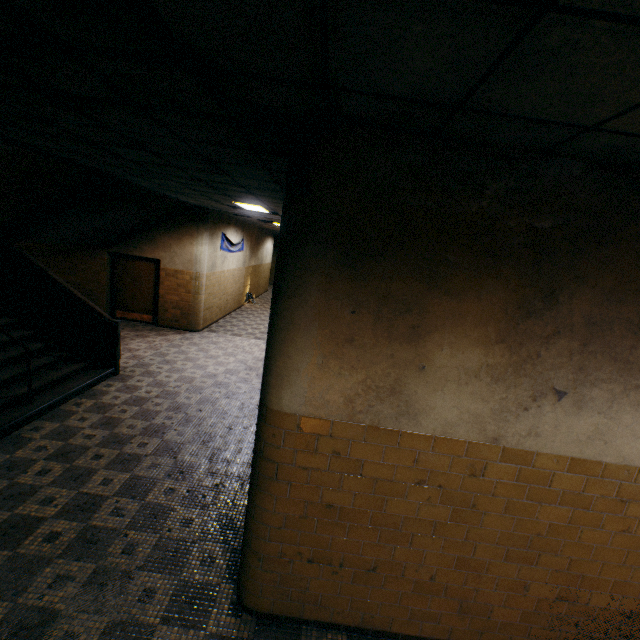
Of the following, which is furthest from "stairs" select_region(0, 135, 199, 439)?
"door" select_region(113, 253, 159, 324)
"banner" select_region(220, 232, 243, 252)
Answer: "banner" select_region(220, 232, 243, 252)

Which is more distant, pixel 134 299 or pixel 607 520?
pixel 134 299

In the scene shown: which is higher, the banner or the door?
the banner

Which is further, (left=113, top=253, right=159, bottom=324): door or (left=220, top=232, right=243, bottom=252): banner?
(left=220, top=232, right=243, bottom=252): banner

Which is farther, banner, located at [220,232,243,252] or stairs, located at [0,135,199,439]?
banner, located at [220,232,243,252]

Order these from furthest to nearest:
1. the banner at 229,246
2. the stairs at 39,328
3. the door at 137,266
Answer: the banner at 229,246 → the door at 137,266 → the stairs at 39,328

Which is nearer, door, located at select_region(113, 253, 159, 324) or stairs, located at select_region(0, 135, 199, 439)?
stairs, located at select_region(0, 135, 199, 439)

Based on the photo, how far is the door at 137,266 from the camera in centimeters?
1039cm
